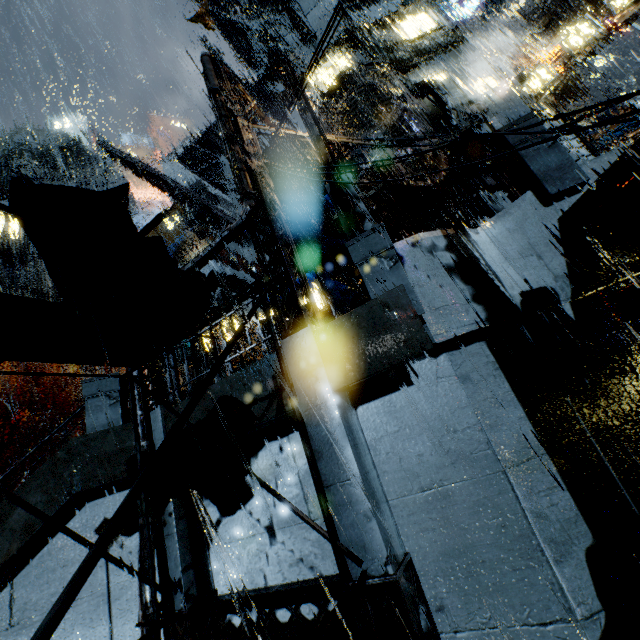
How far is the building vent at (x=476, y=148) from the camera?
13.8m

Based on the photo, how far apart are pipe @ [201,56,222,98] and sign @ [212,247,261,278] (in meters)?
23.26

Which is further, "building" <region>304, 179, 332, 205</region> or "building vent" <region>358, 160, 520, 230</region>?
"building" <region>304, 179, 332, 205</region>

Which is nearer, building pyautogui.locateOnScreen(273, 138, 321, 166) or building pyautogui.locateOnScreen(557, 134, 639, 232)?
building pyautogui.locateOnScreen(557, 134, 639, 232)

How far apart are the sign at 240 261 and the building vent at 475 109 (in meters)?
23.08

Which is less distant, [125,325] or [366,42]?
[125,325]

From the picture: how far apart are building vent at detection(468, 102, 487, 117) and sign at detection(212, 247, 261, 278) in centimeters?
2308cm
